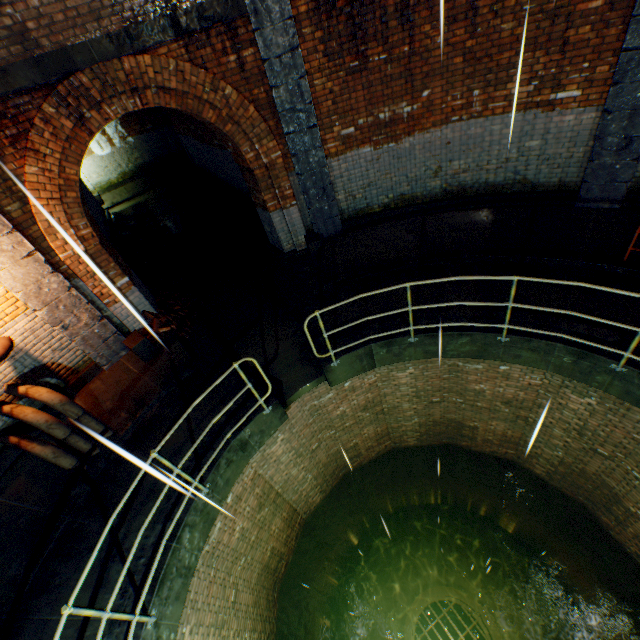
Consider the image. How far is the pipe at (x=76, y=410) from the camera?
4.89m

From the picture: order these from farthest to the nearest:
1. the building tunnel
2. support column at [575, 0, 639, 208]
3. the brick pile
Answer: the building tunnel, the brick pile, support column at [575, 0, 639, 208]

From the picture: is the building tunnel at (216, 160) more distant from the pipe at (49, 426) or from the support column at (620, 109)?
the support column at (620, 109)

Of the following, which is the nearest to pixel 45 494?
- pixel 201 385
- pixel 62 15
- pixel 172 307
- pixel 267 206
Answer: pixel 201 385

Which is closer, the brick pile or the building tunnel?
the brick pile

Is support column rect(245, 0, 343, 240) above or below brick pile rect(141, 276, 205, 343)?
above

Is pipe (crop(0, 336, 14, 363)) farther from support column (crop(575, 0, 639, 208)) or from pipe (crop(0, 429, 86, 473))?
support column (crop(575, 0, 639, 208))

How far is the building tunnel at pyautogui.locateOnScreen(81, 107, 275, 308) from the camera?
9.59m
